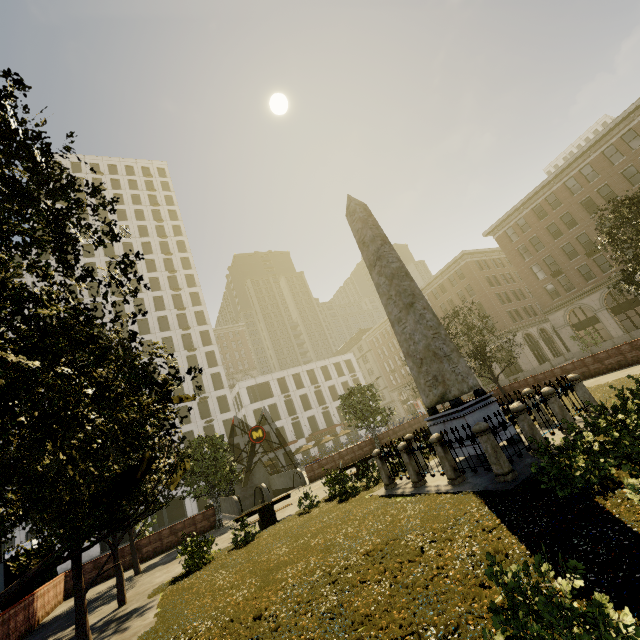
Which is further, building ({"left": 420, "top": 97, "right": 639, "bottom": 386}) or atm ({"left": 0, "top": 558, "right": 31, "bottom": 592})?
building ({"left": 420, "top": 97, "right": 639, "bottom": 386})

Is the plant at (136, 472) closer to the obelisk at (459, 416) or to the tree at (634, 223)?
the tree at (634, 223)

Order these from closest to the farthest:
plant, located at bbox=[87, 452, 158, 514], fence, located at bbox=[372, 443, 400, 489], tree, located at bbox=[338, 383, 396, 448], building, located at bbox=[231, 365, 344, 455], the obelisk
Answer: plant, located at bbox=[87, 452, 158, 514], the obelisk, fence, located at bbox=[372, 443, 400, 489], tree, located at bbox=[338, 383, 396, 448], building, located at bbox=[231, 365, 344, 455]

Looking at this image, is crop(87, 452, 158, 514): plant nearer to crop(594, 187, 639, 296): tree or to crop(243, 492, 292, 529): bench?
crop(594, 187, 639, 296): tree

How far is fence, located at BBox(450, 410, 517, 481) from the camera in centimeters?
775cm

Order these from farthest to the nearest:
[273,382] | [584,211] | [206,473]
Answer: [273,382]
[584,211]
[206,473]

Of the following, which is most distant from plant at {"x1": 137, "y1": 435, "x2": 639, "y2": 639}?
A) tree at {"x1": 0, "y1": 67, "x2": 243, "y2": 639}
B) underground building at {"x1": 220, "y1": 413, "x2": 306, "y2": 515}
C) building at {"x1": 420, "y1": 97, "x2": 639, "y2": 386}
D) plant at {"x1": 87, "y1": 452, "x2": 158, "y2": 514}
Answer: building at {"x1": 420, "y1": 97, "x2": 639, "y2": 386}

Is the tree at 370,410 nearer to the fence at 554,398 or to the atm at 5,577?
the fence at 554,398
